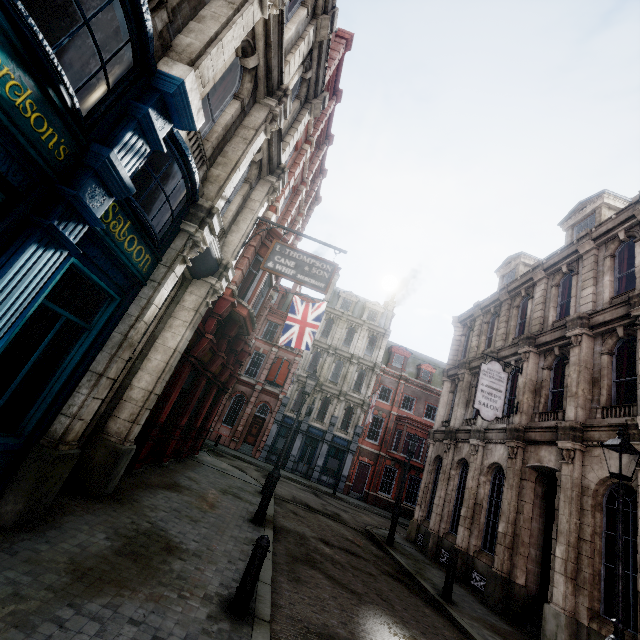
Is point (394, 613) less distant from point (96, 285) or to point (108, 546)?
point (108, 546)

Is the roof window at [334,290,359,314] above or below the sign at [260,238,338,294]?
above

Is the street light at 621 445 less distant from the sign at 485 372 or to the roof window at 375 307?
the sign at 485 372

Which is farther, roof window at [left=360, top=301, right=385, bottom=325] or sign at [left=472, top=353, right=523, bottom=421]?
roof window at [left=360, top=301, right=385, bottom=325]

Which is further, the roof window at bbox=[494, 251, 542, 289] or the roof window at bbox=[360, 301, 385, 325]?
the roof window at bbox=[360, 301, 385, 325]

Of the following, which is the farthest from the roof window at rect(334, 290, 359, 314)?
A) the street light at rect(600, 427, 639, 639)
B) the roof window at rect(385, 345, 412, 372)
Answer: the street light at rect(600, 427, 639, 639)

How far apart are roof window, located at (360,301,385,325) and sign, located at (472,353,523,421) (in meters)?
22.20

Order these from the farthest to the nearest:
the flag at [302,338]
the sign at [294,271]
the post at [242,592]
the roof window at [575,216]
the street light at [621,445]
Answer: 1. the flag at [302,338]
2. the roof window at [575,216]
3. the sign at [294,271]
4. the street light at [621,445]
5. the post at [242,592]
